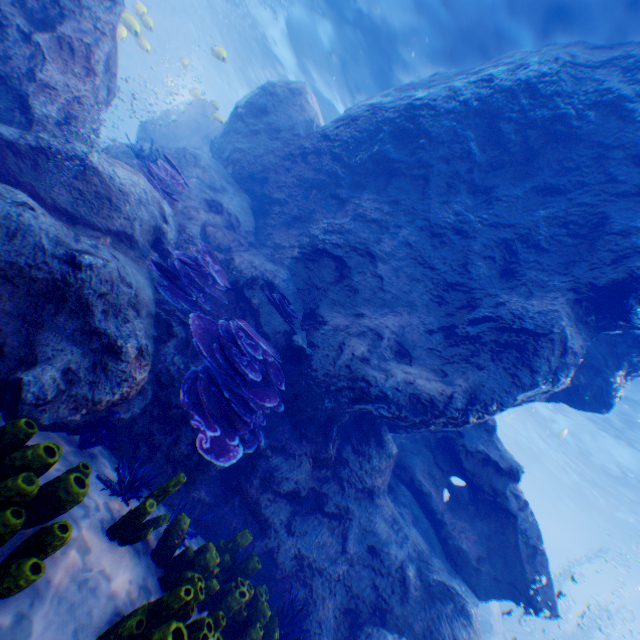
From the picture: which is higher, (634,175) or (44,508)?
(634,175)

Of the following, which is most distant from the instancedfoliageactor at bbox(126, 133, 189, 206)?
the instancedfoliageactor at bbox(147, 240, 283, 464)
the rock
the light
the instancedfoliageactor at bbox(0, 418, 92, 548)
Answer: the light

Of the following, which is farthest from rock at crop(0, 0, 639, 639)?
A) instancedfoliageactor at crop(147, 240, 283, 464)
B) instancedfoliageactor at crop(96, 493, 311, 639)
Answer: instancedfoliageactor at crop(96, 493, 311, 639)

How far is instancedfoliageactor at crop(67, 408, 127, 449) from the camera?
3.56m

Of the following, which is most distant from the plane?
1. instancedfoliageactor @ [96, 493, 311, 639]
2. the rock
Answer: instancedfoliageactor @ [96, 493, 311, 639]

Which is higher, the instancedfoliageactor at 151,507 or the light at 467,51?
the light at 467,51

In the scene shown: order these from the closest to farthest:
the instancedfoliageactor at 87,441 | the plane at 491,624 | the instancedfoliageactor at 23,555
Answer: the instancedfoliageactor at 23,555 < the instancedfoliageactor at 87,441 < the plane at 491,624

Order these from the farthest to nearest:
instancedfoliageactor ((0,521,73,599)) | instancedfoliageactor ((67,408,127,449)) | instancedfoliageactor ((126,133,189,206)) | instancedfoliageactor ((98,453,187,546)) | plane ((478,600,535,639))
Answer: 1. plane ((478,600,535,639))
2. instancedfoliageactor ((126,133,189,206))
3. instancedfoliageactor ((67,408,127,449))
4. instancedfoliageactor ((98,453,187,546))
5. instancedfoliageactor ((0,521,73,599))
